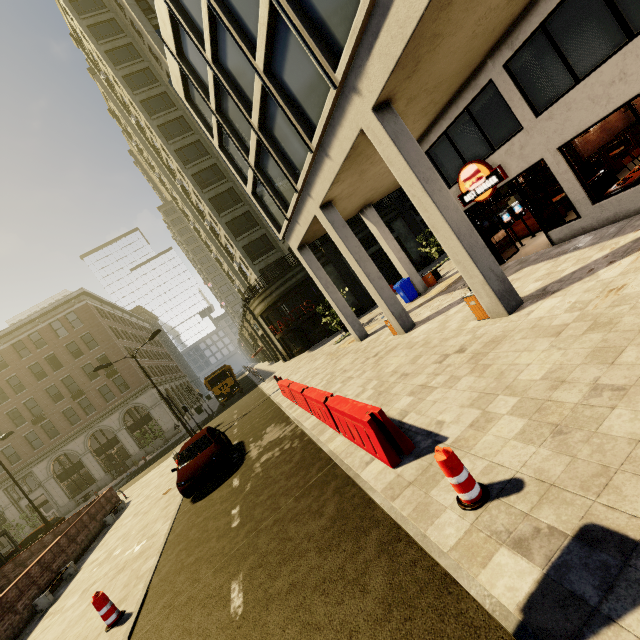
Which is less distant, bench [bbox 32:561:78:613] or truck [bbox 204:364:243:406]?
bench [bbox 32:561:78:613]

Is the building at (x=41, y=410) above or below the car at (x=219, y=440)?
above

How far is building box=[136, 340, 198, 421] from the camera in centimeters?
4259cm

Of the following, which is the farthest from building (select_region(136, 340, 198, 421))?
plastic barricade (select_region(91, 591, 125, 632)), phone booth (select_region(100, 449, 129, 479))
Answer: plastic barricade (select_region(91, 591, 125, 632))

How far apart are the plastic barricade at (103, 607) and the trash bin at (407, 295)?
16.3 meters

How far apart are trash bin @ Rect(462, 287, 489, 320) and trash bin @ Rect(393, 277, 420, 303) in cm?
904

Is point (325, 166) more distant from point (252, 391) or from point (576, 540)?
point (252, 391)

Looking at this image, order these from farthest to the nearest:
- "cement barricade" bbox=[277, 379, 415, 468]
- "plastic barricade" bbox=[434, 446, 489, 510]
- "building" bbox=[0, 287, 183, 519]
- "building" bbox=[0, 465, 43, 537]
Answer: "building" bbox=[0, 287, 183, 519]
"building" bbox=[0, 465, 43, 537]
"cement barricade" bbox=[277, 379, 415, 468]
"plastic barricade" bbox=[434, 446, 489, 510]
